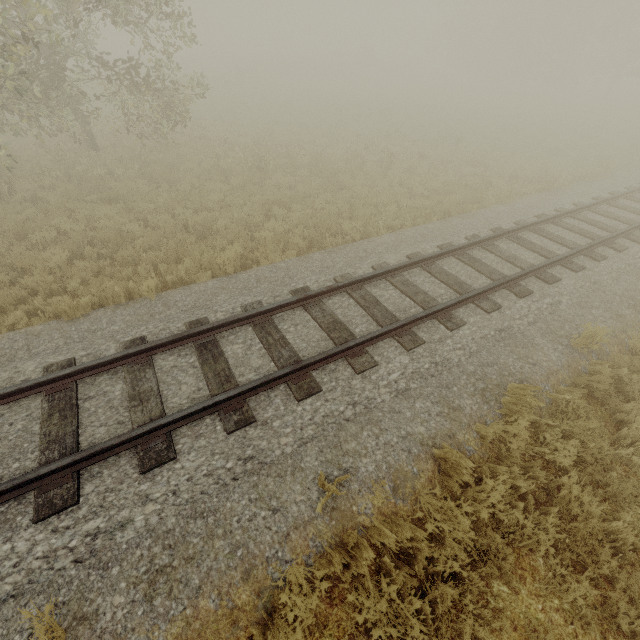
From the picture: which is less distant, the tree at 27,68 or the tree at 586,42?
the tree at 27,68

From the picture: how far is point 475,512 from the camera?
4.1 meters

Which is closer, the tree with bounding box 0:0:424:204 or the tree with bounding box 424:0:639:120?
the tree with bounding box 0:0:424:204
